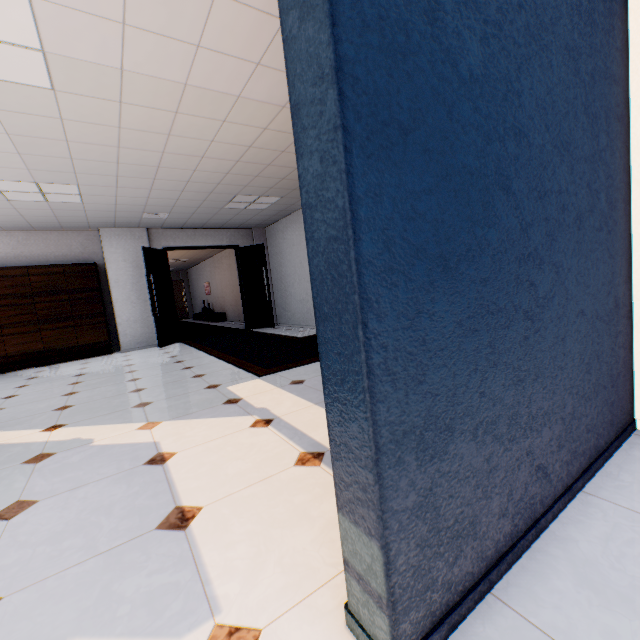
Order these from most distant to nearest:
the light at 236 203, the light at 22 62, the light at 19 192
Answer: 1. the light at 236 203
2. the light at 19 192
3. the light at 22 62

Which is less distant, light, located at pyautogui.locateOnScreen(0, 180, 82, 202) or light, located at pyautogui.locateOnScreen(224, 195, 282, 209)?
light, located at pyautogui.locateOnScreen(0, 180, 82, 202)

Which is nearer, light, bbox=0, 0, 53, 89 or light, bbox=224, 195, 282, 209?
light, bbox=0, 0, 53, 89

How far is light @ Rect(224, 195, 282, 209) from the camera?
6.5 meters

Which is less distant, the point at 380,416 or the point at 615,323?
the point at 380,416

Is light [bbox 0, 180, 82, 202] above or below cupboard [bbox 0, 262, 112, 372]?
above

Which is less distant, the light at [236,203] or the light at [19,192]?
the light at [19,192]

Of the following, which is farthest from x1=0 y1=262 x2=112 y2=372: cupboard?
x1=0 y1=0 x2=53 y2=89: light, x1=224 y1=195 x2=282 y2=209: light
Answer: x1=0 y1=0 x2=53 y2=89: light
